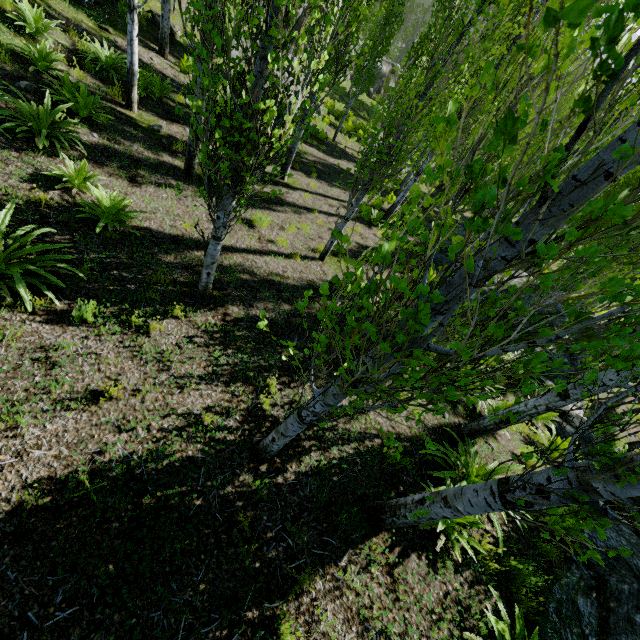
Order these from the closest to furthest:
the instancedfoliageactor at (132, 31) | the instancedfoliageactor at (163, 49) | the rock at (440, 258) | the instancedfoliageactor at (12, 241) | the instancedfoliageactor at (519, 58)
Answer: the instancedfoliageactor at (519, 58), the instancedfoliageactor at (12, 241), the instancedfoliageactor at (132, 31), the instancedfoliageactor at (163, 49), the rock at (440, 258)

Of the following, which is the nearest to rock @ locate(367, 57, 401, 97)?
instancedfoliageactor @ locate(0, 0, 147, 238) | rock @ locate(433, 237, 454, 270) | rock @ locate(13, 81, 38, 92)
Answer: instancedfoliageactor @ locate(0, 0, 147, 238)

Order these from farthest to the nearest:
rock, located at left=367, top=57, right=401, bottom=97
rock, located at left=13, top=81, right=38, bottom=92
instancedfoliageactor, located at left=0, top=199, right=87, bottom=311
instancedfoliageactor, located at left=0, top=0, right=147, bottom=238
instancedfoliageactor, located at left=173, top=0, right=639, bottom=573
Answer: rock, located at left=367, top=57, right=401, bottom=97, rock, located at left=13, top=81, right=38, bottom=92, instancedfoliageactor, located at left=0, top=0, right=147, bottom=238, instancedfoliageactor, located at left=0, top=199, right=87, bottom=311, instancedfoliageactor, located at left=173, top=0, right=639, bottom=573

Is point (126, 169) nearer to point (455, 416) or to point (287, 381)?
point (287, 381)

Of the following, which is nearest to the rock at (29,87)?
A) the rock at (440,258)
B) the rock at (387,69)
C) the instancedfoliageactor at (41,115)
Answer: the instancedfoliageactor at (41,115)

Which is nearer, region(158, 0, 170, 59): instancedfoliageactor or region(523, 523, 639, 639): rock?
region(523, 523, 639, 639): rock

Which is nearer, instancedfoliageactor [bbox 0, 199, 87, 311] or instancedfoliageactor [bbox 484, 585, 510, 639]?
instancedfoliageactor [bbox 484, 585, 510, 639]
